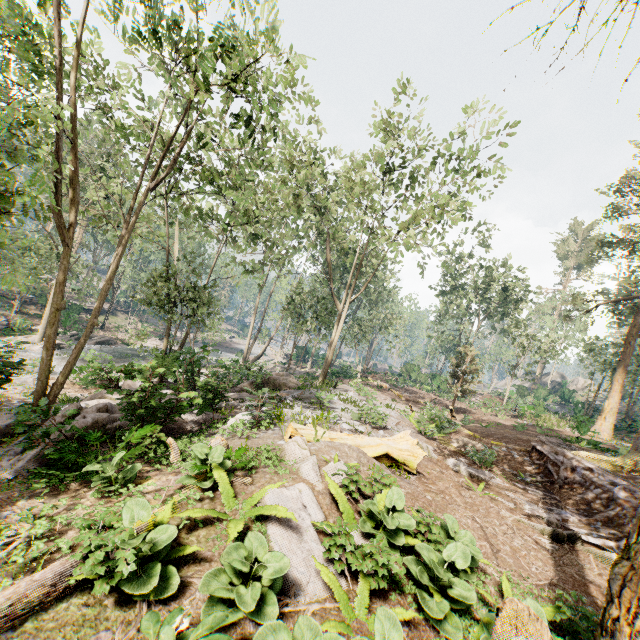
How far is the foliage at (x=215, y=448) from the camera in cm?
603

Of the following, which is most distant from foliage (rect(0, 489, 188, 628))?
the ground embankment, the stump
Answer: the stump

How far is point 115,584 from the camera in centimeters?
400cm

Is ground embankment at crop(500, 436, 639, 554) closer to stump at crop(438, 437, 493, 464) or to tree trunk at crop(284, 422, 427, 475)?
stump at crop(438, 437, 493, 464)

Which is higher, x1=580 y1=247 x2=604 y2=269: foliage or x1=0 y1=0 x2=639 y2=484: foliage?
x1=580 y1=247 x2=604 y2=269: foliage

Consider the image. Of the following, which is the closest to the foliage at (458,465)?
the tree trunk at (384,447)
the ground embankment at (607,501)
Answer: the ground embankment at (607,501)

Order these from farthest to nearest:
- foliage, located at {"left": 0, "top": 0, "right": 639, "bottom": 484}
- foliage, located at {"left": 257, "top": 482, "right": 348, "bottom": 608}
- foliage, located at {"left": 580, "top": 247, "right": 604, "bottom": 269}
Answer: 1. foliage, located at {"left": 580, "top": 247, "right": 604, "bottom": 269}
2. foliage, located at {"left": 0, "top": 0, "right": 639, "bottom": 484}
3. foliage, located at {"left": 257, "top": 482, "right": 348, "bottom": 608}

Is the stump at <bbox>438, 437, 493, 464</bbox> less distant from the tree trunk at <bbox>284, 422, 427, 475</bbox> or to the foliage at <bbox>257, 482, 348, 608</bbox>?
the foliage at <bbox>257, 482, 348, 608</bbox>
